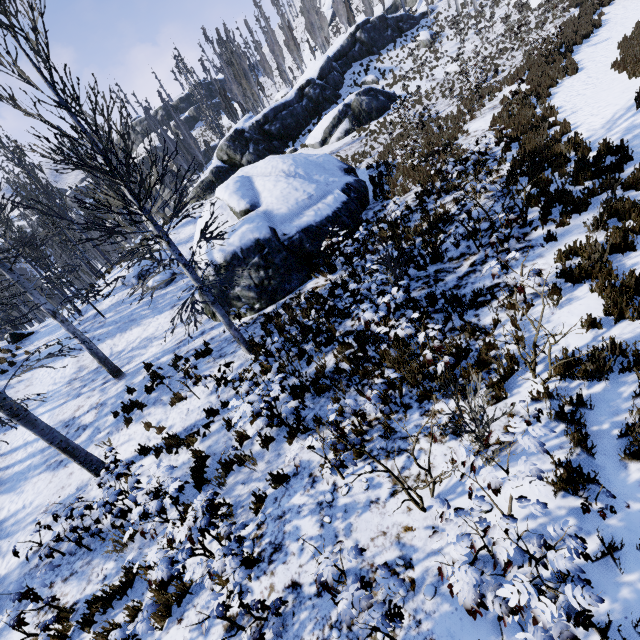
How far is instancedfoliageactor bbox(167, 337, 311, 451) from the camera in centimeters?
531cm

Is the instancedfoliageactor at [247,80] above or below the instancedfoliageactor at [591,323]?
above

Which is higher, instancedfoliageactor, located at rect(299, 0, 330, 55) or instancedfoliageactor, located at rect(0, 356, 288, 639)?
instancedfoliageactor, located at rect(299, 0, 330, 55)

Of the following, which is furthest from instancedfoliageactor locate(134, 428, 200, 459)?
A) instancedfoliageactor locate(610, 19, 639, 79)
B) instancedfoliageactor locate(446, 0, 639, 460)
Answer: instancedfoliageactor locate(610, 19, 639, 79)

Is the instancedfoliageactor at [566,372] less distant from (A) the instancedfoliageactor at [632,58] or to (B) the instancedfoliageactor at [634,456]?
(A) the instancedfoliageactor at [632,58]

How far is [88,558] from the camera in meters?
6.2 m

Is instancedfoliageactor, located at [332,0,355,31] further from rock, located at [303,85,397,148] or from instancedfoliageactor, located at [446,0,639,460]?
instancedfoliageactor, located at [446,0,639,460]

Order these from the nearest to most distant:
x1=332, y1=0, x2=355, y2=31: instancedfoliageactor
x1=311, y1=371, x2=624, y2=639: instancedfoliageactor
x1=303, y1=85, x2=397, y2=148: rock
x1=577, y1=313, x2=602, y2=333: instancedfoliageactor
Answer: x1=311, y1=371, x2=624, y2=639: instancedfoliageactor < x1=577, y1=313, x2=602, y2=333: instancedfoliageactor < x1=303, y1=85, x2=397, y2=148: rock < x1=332, y1=0, x2=355, y2=31: instancedfoliageactor
